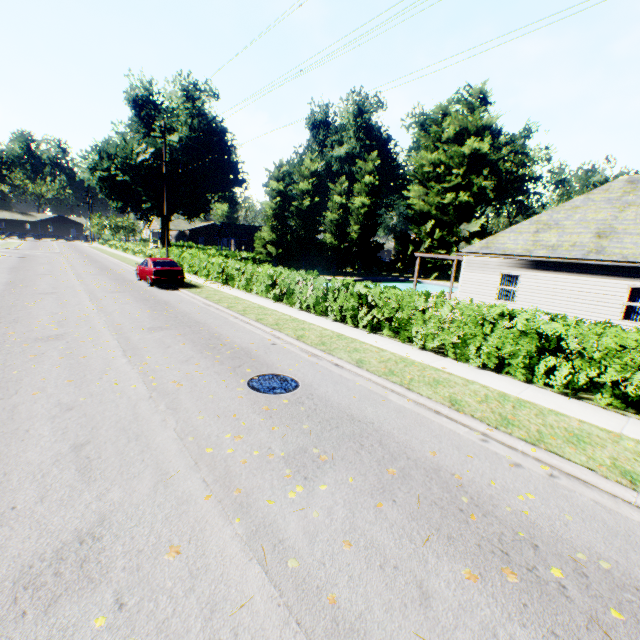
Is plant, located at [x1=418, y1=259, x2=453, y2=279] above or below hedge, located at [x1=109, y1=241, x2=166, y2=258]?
above

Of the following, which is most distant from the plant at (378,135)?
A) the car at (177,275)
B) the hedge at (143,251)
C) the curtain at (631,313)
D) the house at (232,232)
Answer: the curtain at (631,313)

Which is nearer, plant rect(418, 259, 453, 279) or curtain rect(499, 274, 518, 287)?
curtain rect(499, 274, 518, 287)

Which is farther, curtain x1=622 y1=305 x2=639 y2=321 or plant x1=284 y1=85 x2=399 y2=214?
plant x1=284 y1=85 x2=399 y2=214

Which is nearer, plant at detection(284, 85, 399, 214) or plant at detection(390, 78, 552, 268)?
plant at detection(390, 78, 552, 268)

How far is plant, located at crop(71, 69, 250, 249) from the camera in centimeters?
3884cm

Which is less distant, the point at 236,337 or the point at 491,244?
the point at 236,337

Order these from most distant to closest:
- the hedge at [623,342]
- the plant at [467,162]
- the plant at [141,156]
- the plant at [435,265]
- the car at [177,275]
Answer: the plant at [435,265]
the plant at [467,162]
the plant at [141,156]
the car at [177,275]
the hedge at [623,342]
